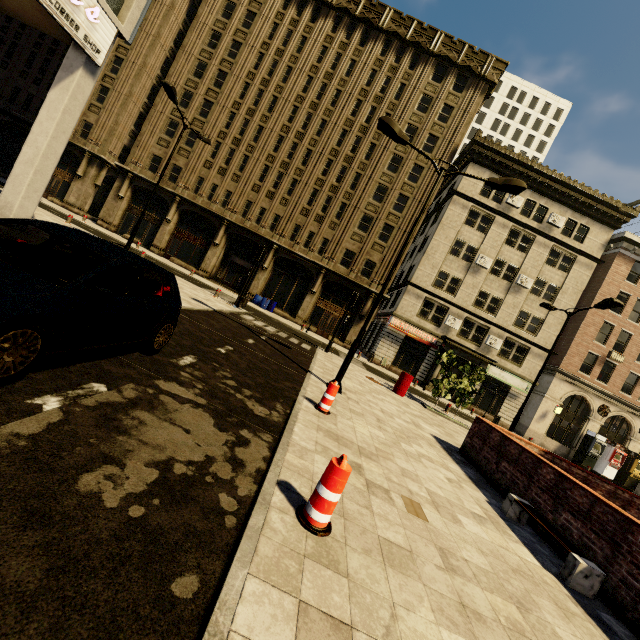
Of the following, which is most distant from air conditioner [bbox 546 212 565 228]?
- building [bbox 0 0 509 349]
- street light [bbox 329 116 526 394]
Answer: street light [bbox 329 116 526 394]

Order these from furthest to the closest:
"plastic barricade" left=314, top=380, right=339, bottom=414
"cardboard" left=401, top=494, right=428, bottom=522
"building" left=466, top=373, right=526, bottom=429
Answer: "building" left=466, top=373, right=526, bottom=429 < "plastic barricade" left=314, top=380, right=339, bottom=414 < "cardboard" left=401, top=494, right=428, bottom=522

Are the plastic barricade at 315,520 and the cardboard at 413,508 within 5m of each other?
yes

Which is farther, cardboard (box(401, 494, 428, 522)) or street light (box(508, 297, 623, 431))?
street light (box(508, 297, 623, 431))

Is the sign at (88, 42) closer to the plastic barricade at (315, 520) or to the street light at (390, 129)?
the street light at (390, 129)

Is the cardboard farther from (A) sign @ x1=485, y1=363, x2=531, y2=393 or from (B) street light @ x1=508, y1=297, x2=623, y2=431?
(A) sign @ x1=485, y1=363, x2=531, y2=393

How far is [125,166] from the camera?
29.3 meters

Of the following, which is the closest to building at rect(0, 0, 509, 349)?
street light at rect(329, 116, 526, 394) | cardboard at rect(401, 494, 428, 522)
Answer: street light at rect(329, 116, 526, 394)
